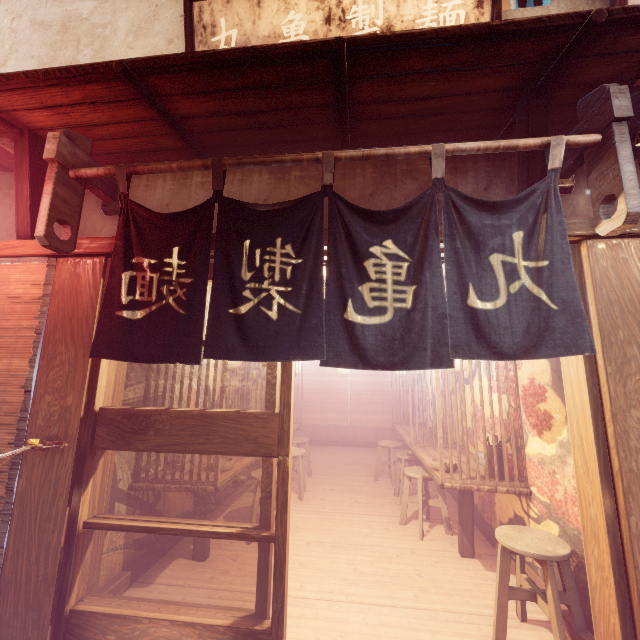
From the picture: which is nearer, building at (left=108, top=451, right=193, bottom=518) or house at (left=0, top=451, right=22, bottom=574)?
house at (left=0, top=451, right=22, bottom=574)

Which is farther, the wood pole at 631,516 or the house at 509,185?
the house at 509,185

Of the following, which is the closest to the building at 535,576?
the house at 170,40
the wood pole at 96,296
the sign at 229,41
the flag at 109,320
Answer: the wood pole at 96,296

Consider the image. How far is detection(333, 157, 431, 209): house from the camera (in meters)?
4.81

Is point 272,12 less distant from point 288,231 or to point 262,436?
point 288,231

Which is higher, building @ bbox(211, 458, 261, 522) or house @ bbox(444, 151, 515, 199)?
house @ bbox(444, 151, 515, 199)

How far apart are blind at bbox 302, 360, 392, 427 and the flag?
14.7 meters

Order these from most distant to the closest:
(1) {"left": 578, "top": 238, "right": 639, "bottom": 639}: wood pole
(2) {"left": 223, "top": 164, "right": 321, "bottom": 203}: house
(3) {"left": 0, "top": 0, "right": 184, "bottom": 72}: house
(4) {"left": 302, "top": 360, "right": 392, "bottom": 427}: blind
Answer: (4) {"left": 302, "top": 360, "right": 392, "bottom": 427}: blind
(3) {"left": 0, "top": 0, "right": 184, "bottom": 72}: house
(2) {"left": 223, "top": 164, "right": 321, "bottom": 203}: house
(1) {"left": 578, "top": 238, "right": 639, "bottom": 639}: wood pole
